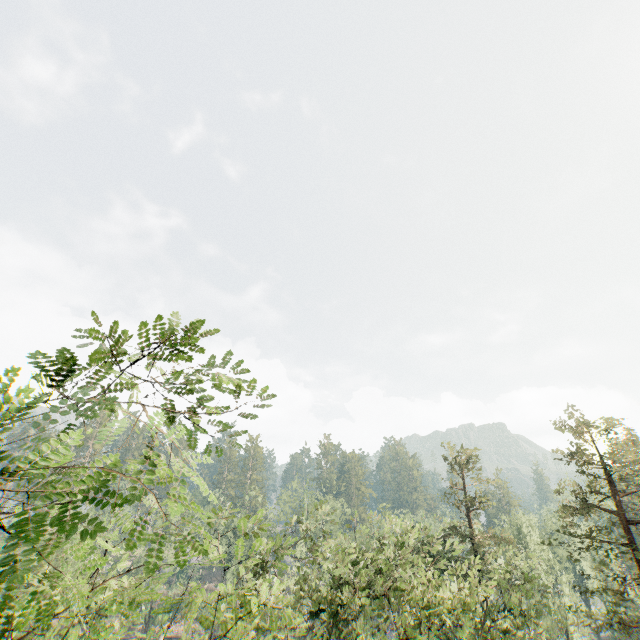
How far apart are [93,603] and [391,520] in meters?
20.3
